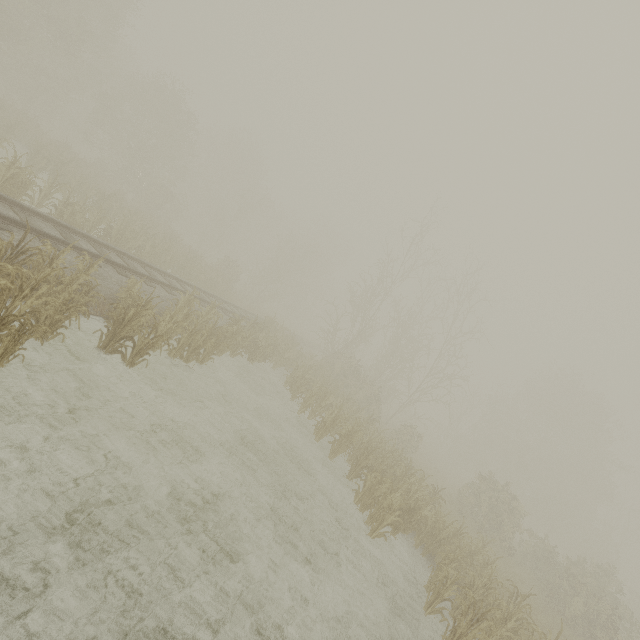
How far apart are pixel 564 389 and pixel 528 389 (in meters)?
3.75
